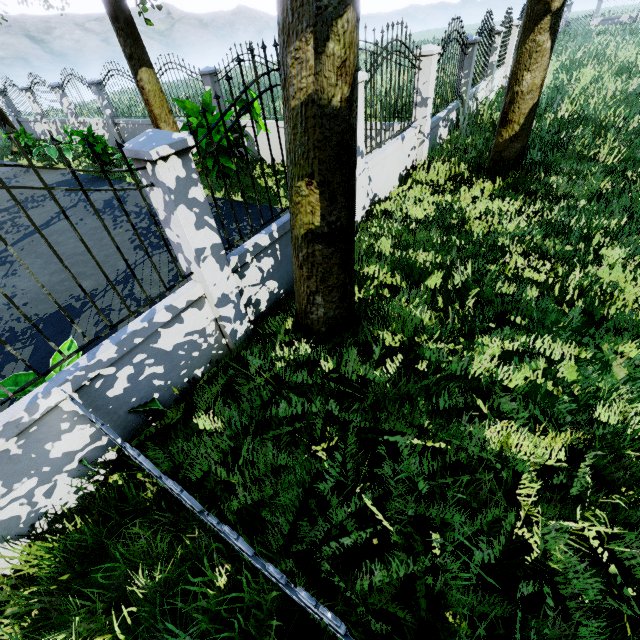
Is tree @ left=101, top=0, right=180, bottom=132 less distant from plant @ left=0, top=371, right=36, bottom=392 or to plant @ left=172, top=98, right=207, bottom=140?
plant @ left=0, top=371, right=36, bottom=392

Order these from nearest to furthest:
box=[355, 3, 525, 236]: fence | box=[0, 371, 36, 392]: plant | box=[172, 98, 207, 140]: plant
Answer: box=[0, 371, 36, 392]: plant < box=[355, 3, 525, 236]: fence < box=[172, 98, 207, 140]: plant

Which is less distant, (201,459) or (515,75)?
(201,459)

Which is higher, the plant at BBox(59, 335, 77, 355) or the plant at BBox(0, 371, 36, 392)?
the plant at BBox(0, 371, 36, 392)

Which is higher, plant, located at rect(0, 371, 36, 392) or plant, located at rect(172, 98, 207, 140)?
plant, located at rect(172, 98, 207, 140)

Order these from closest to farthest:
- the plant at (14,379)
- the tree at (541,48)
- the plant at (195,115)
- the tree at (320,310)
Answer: the tree at (320,310), the plant at (14,379), the tree at (541,48), the plant at (195,115)

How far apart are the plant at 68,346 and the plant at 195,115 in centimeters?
506cm

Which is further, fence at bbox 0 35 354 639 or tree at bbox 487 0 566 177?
tree at bbox 487 0 566 177
